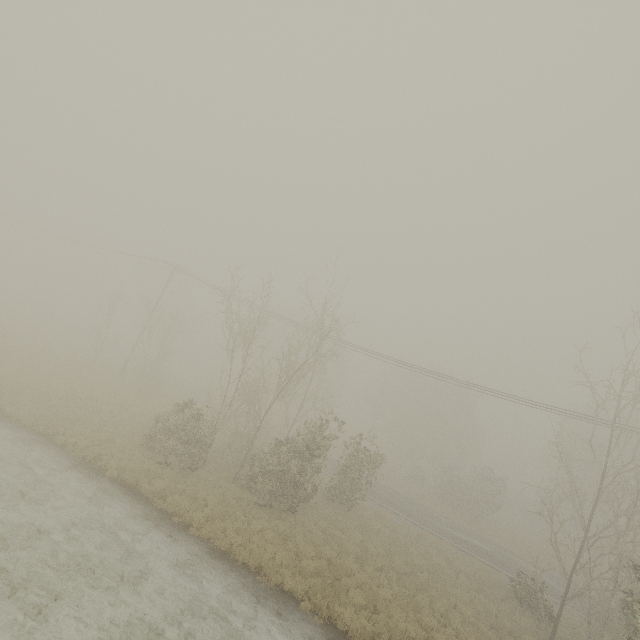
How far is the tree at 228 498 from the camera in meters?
14.9

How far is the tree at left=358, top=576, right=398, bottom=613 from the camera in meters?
13.0 m

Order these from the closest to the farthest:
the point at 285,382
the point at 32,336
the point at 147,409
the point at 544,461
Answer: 1. the point at 147,409
2. the point at 32,336
3. the point at 544,461
4. the point at 285,382

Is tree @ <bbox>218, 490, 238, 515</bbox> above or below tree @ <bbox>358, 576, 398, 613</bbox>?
above

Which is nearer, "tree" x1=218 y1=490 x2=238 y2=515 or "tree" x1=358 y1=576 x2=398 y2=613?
"tree" x1=358 y1=576 x2=398 y2=613

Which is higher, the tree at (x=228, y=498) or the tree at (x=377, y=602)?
the tree at (x=228, y=498)

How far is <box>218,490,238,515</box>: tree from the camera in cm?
1494
